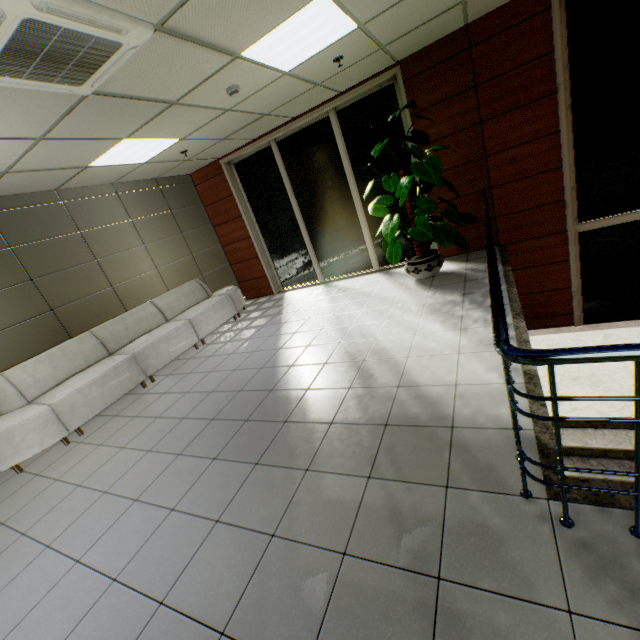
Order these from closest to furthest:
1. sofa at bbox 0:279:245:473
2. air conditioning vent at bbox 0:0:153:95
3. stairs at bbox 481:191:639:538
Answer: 1. stairs at bbox 481:191:639:538
2. air conditioning vent at bbox 0:0:153:95
3. sofa at bbox 0:279:245:473

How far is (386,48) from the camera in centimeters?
435cm

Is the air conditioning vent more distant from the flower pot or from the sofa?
the flower pot

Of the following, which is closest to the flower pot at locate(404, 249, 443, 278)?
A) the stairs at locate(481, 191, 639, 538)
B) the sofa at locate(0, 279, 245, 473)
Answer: the stairs at locate(481, 191, 639, 538)

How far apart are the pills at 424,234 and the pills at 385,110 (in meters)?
0.24

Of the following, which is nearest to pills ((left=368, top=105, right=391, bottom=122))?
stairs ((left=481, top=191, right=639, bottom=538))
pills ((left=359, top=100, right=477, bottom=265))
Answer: pills ((left=359, top=100, right=477, bottom=265))

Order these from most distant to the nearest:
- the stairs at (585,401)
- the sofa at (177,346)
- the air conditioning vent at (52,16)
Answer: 1. the sofa at (177,346)
2. the air conditioning vent at (52,16)
3. the stairs at (585,401)

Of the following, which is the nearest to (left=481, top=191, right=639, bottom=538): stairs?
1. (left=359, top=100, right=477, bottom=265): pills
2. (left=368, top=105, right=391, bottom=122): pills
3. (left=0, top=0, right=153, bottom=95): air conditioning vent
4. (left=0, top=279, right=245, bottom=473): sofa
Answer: (left=359, top=100, right=477, bottom=265): pills
